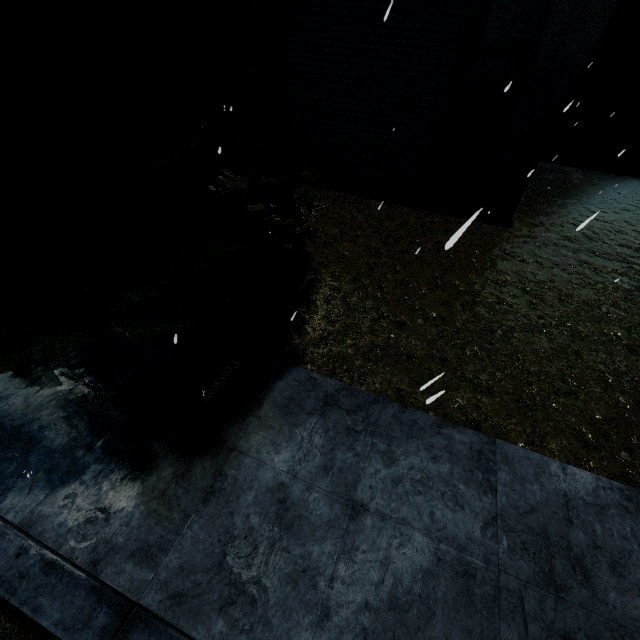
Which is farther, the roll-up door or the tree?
the roll-up door

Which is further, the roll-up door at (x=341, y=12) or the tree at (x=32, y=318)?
the roll-up door at (x=341, y=12)

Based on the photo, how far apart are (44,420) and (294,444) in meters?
2.6

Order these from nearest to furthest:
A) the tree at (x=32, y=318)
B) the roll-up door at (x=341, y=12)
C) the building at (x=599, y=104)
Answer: the tree at (x=32, y=318), the building at (x=599, y=104), the roll-up door at (x=341, y=12)

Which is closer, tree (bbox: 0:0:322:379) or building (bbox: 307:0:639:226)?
tree (bbox: 0:0:322:379)

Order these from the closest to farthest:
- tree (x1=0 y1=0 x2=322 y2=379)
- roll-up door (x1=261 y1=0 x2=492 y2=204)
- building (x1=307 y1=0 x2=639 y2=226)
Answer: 1. tree (x1=0 y1=0 x2=322 y2=379)
2. building (x1=307 y1=0 x2=639 y2=226)
3. roll-up door (x1=261 y1=0 x2=492 y2=204)

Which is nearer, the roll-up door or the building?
the building
